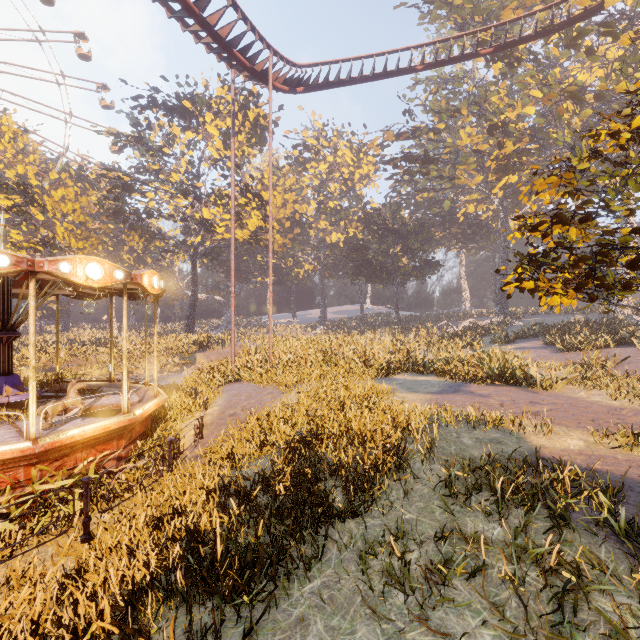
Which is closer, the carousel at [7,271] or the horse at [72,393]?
→ the carousel at [7,271]

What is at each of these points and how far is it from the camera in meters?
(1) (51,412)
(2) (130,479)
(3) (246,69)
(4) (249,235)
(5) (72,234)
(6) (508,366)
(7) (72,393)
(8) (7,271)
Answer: (1) horse, 7.3
(2) instancedfoliageactor, 7.8
(3) roller coaster, 15.5
(4) instancedfoliageactor, 37.6
(5) tree, 28.0
(6) instancedfoliageactor, 12.5
(7) horse, 7.7
(8) carousel, 5.9

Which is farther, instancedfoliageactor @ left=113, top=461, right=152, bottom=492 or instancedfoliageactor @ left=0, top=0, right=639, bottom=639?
instancedfoliageactor @ left=113, top=461, right=152, bottom=492

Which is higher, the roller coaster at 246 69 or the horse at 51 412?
the roller coaster at 246 69

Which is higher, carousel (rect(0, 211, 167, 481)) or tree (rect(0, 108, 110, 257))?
tree (rect(0, 108, 110, 257))

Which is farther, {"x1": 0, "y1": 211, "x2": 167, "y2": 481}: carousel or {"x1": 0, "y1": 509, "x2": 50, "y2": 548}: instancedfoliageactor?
{"x1": 0, "y1": 211, "x2": 167, "y2": 481}: carousel

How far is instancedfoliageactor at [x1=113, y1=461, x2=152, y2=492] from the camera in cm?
743

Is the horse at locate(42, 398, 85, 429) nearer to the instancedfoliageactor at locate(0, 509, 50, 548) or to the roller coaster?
the instancedfoliageactor at locate(0, 509, 50, 548)
